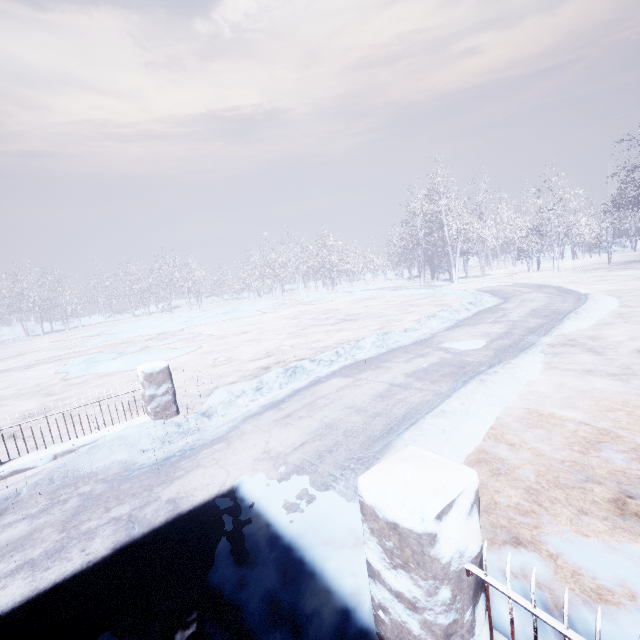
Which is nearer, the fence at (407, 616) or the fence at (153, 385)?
the fence at (407, 616)

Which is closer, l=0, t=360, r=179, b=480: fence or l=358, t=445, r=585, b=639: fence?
l=358, t=445, r=585, b=639: fence

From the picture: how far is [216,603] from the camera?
2.0m
